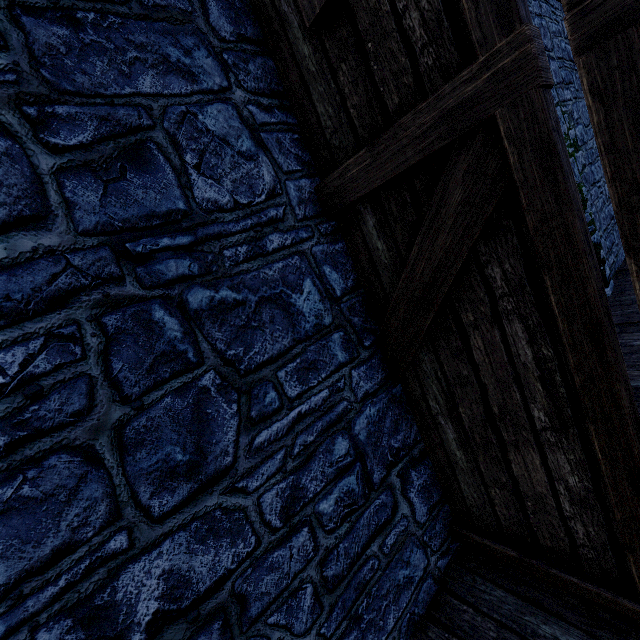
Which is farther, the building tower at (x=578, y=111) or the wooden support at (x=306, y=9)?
the building tower at (x=578, y=111)

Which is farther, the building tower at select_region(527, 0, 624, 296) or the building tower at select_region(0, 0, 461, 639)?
the building tower at select_region(527, 0, 624, 296)

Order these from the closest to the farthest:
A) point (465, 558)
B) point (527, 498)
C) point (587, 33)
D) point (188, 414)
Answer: point (587, 33) < point (188, 414) < point (527, 498) < point (465, 558)

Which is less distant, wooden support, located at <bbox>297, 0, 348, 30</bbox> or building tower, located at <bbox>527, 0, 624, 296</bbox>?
wooden support, located at <bbox>297, 0, 348, 30</bbox>

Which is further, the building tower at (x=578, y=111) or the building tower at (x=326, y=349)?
the building tower at (x=578, y=111)
